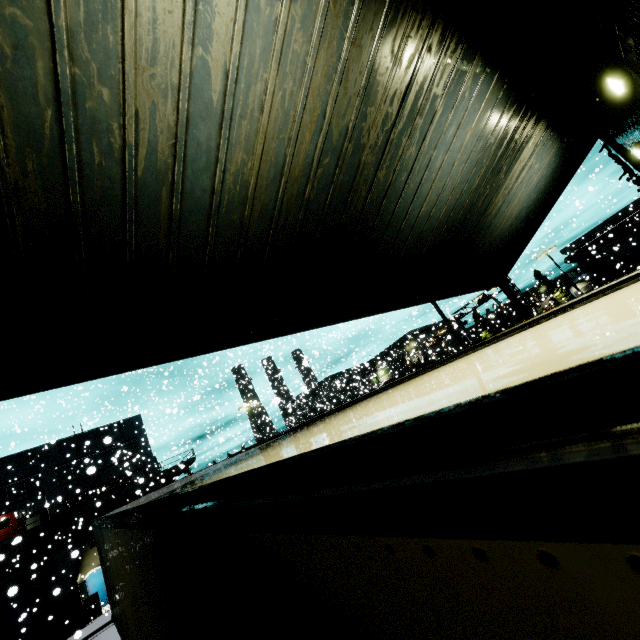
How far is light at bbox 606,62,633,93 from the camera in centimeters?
451cm

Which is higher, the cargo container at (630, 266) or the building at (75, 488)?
the building at (75, 488)

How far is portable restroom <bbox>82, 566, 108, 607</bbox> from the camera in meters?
26.1

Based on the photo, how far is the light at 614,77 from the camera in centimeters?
451cm

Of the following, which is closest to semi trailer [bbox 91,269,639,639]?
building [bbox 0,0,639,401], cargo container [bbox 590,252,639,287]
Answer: building [bbox 0,0,639,401]

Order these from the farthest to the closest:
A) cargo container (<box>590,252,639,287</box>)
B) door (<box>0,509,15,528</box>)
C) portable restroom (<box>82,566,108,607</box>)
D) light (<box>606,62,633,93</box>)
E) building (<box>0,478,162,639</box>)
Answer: cargo container (<box>590,252,639,287</box>)
door (<box>0,509,15,528</box>)
portable restroom (<box>82,566,108,607</box>)
building (<box>0,478,162,639</box>)
light (<box>606,62,633,93</box>)

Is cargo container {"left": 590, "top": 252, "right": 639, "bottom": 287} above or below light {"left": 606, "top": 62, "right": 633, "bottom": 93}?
below

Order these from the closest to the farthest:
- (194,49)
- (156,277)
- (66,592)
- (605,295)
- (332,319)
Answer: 1. (605,295)
2. (194,49)
3. (156,277)
4. (332,319)
5. (66,592)
